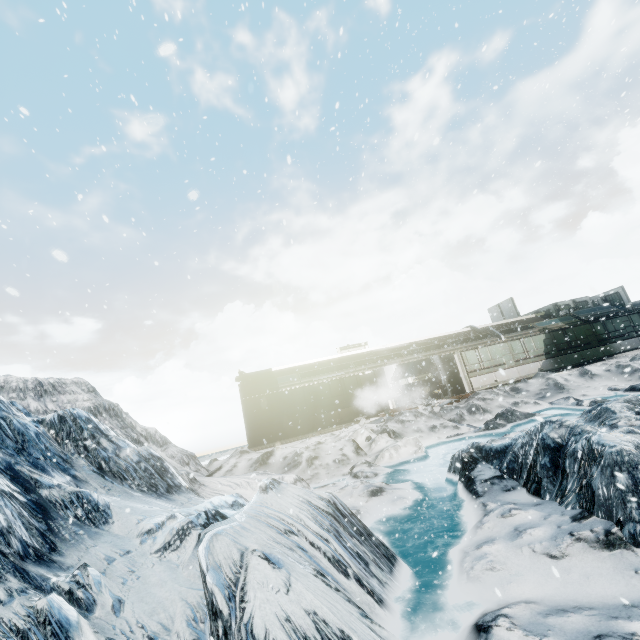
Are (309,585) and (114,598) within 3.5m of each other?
yes
